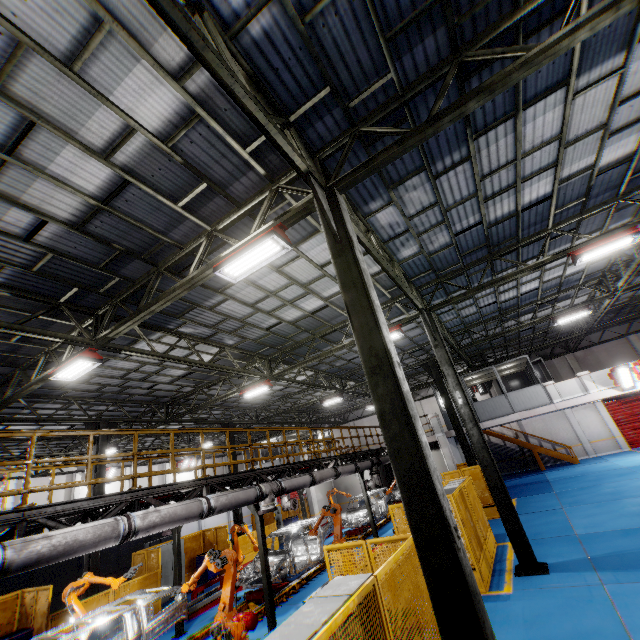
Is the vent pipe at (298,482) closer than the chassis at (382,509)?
Yes

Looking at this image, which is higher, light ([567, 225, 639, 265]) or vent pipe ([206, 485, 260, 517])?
light ([567, 225, 639, 265])

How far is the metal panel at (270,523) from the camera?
19.6 meters

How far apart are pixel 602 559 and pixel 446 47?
12.3 meters

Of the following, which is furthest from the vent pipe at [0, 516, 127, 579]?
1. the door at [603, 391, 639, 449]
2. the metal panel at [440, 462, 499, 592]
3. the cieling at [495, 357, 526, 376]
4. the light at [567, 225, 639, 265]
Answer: the door at [603, 391, 639, 449]

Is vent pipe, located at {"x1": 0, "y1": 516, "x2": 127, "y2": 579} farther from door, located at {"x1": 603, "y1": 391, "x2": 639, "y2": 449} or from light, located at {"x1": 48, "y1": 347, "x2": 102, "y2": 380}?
door, located at {"x1": 603, "y1": 391, "x2": 639, "y2": 449}

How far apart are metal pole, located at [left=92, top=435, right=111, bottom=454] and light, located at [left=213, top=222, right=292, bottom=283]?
12.8m

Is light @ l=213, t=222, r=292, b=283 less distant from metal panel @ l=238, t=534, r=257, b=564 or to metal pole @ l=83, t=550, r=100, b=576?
metal panel @ l=238, t=534, r=257, b=564
